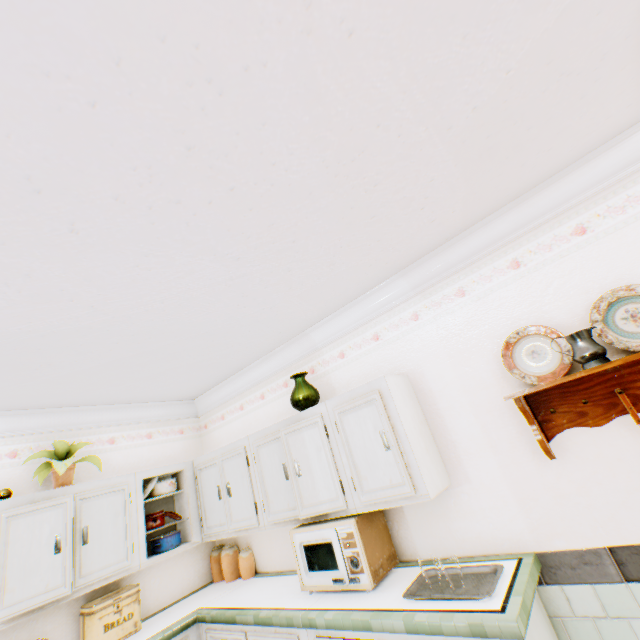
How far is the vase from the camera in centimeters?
290cm

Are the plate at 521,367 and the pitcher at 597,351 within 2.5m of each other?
yes

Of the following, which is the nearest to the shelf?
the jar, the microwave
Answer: the microwave

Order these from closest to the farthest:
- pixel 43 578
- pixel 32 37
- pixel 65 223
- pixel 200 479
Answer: pixel 32 37, pixel 65 223, pixel 43 578, pixel 200 479

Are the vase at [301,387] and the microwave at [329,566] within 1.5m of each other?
yes

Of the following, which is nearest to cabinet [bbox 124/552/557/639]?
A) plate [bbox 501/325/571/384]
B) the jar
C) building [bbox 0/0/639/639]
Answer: building [bbox 0/0/639/639]

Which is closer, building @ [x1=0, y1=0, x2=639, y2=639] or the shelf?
building @ [x1=0, y1=0, x2=639, y2=639]

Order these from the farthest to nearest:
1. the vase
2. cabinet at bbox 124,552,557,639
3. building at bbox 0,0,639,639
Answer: the vase < cabinet at bbox 124,552,557,639 < building at bbox 0,0,639,639
